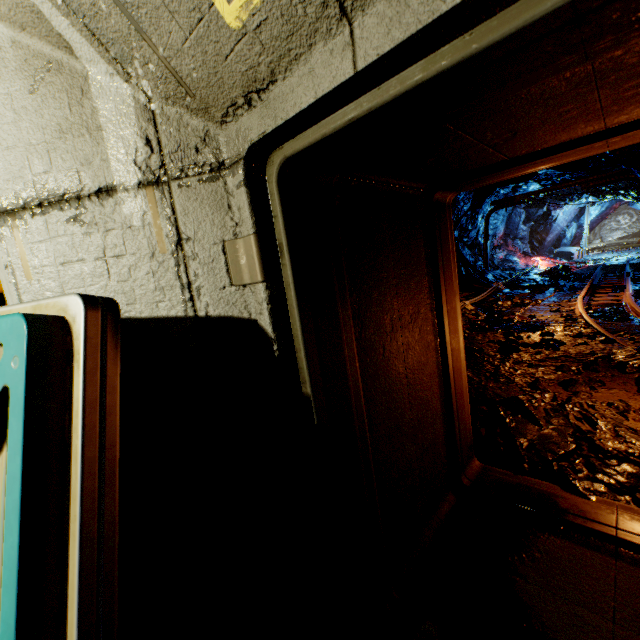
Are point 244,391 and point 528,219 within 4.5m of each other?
no

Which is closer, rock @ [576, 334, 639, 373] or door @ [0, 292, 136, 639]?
door @ [0, 292, 136, 639]

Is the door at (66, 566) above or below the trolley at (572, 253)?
above

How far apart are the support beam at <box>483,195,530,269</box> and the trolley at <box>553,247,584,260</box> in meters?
10.3

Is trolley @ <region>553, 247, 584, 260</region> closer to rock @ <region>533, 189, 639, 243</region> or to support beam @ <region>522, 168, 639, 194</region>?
rock @ <region>533, 189, 639, 243</region>

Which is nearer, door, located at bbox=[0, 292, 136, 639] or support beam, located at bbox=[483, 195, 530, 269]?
door, located at bbox=[0, 292, 136, 639]

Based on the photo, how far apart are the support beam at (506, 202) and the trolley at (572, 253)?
10.3 meters

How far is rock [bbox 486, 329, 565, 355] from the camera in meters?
5.1 m
